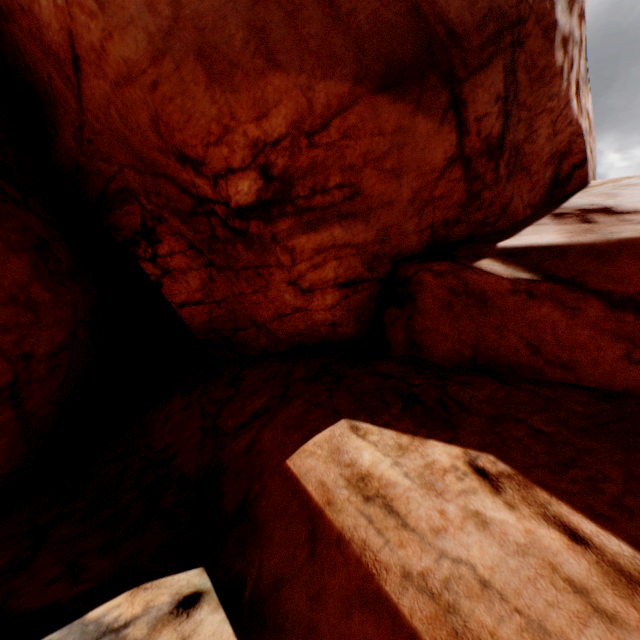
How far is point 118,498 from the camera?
4.4 meters
